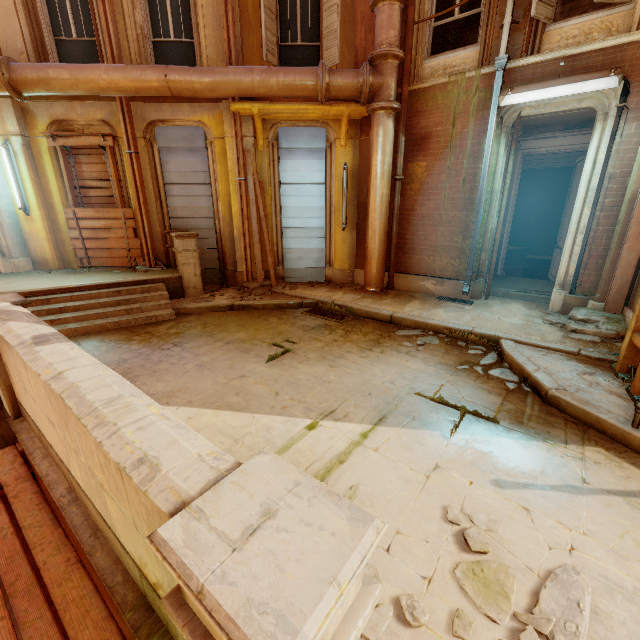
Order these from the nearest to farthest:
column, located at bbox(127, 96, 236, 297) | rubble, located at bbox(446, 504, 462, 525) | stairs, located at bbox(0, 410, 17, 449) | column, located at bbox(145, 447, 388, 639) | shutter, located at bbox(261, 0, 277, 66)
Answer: column, located at bbox(145, 447, 388, 639)
rubble, located at bbox(446, 504, 462, 525)
stairs, located at bbox(0, 410, 17, 449)
shutter, located at bbox(261, 0, 277, 66)
column, located at bbox(127, 96, 236, 297)

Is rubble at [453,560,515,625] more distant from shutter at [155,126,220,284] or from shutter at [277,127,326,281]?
shutter at [155,126,220,284]

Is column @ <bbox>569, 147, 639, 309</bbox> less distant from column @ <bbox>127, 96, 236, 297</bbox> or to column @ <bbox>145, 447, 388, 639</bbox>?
column @ <bbox>145, 447, 388, 639</bbox>

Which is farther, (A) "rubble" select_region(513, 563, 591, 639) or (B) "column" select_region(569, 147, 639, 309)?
(B) "column" select_region(569, 147, 639, 309)

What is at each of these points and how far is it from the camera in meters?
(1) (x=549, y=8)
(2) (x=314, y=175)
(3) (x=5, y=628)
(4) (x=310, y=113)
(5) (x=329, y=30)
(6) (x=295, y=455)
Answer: (1) shutter, 5.6 m
(2) shutter, 8.4 m
(3) trim, 2.2 m
(4) trim, 7.4 m
(5) shutter, 7.3 m
(6) building, 3.1 m

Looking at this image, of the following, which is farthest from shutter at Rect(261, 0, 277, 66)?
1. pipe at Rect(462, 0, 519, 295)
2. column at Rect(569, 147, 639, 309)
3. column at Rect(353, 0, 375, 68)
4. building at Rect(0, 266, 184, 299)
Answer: column at Rect(569, 147, 639, 309)

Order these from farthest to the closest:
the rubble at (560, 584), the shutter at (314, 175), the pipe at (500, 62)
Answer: the shutter at (314, 175), the pipe at (500, 62), the rubble at (560, 584)

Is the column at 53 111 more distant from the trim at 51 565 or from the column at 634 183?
the column at 634 183
